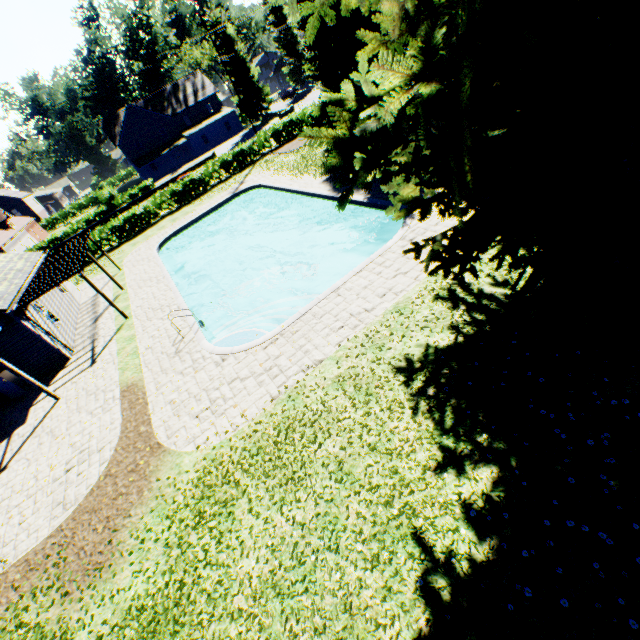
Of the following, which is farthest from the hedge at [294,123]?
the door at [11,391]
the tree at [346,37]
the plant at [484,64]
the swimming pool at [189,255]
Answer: the door at [11,391]

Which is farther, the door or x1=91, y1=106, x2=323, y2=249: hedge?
x1=91, y1=106, x2=323, y2=249: hedge

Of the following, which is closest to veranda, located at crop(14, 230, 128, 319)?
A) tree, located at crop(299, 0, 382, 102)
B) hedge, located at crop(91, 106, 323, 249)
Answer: hedge, located at crop(91, 106, 323, 249)

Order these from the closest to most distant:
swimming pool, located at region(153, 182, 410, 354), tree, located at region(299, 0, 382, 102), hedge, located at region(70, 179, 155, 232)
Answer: swimming pool, located at region(153, 182, 410, 354) → tree, located at region(299, 0, 382, 102) → hedge, located at region(70, 179, 155, 232)

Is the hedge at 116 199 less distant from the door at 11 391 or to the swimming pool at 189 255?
the swimming pool at 189 255

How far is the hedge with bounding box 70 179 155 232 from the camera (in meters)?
42.44

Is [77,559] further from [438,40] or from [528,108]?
[528,108]
